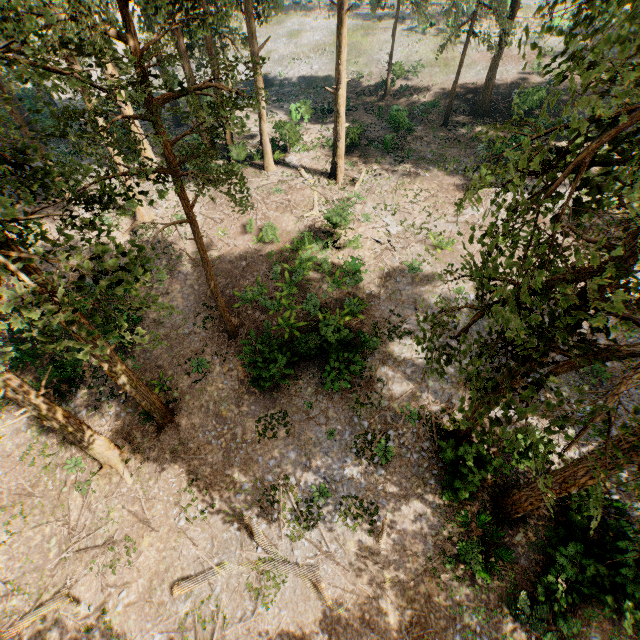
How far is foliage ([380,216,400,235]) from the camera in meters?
22.8

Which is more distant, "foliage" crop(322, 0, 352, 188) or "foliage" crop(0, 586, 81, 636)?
"foliage" crop(322, 0, 352, 188)

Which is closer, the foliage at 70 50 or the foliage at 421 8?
the foliage at 70 50

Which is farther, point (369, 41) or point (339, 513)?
point (369, 41)

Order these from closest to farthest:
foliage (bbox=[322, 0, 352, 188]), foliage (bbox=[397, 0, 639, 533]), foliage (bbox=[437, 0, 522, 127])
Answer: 1. foliage (bbox=[397, 0, 639, 533])
2. foliage (bbox=[322, 0, 352, 188])
3. foliage (bbox=[437, 0, 522, 127])

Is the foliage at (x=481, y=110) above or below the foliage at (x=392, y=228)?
above
